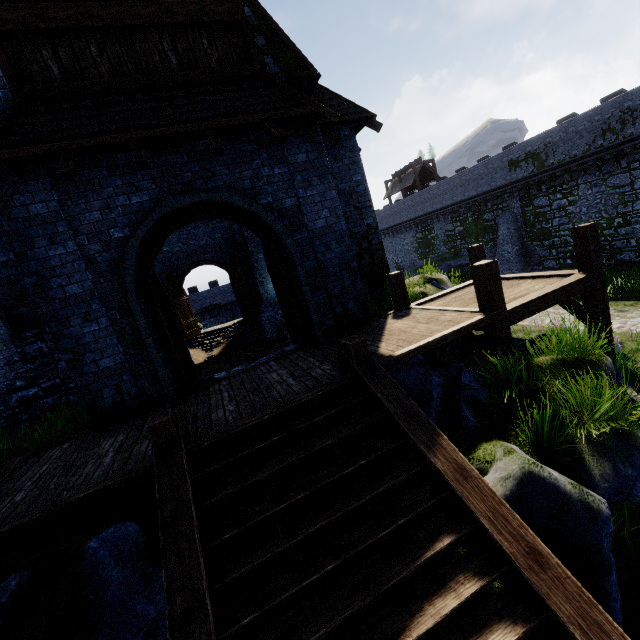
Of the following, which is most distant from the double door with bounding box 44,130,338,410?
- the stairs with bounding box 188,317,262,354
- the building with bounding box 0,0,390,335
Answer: the stairs with bounding box 188,317,262,354

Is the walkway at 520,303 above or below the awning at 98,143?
below

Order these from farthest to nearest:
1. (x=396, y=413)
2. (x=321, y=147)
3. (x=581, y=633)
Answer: (x=321, y=147), (x=396, y=413), (x=581, y=633)

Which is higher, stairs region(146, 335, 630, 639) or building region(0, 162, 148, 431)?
building region(0, 162, 148, 431)

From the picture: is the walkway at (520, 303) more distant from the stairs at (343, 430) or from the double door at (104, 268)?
the stairs at (343, 430)

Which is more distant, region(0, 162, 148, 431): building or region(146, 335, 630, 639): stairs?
region(0, 162, 148, 431): building

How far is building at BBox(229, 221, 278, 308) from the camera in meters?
15.1

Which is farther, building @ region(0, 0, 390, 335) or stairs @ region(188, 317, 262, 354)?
stairs @ region(188, 317, 262, 354)
